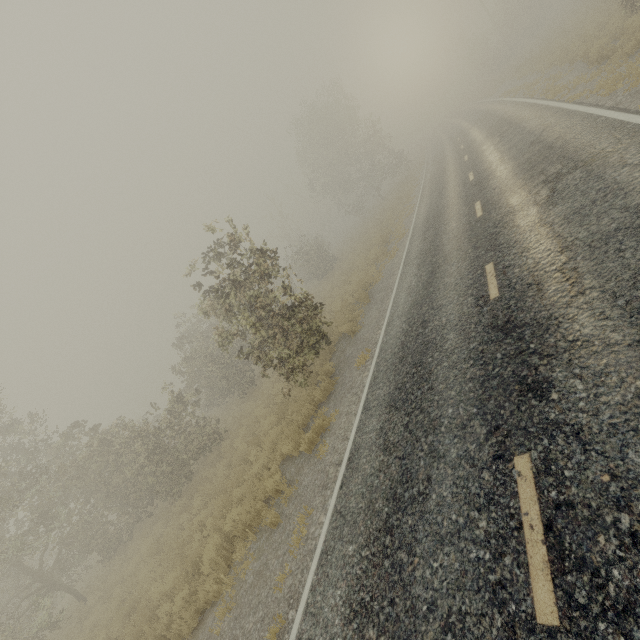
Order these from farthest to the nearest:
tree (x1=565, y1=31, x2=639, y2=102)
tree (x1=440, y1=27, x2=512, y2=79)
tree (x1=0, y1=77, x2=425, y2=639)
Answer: tree (x1=440, y1=27, x2=512, y2=79) → tree (x1=0, y1=77, x2=425, y2=639) → tree (x1=565, y1=31, x2=639, y2=102)

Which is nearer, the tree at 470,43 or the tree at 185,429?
the tree at 185,429

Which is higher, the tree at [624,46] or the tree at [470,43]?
the tree at [470,43]

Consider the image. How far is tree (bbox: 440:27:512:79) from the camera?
39.9m

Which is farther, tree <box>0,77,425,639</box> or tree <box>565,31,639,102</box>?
tree <box>0,77,425,639</box>

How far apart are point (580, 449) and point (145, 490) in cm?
1803

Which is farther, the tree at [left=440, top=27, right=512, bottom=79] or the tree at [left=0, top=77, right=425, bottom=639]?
the tree at [left=440, top=27, right=512, bottom=79]
